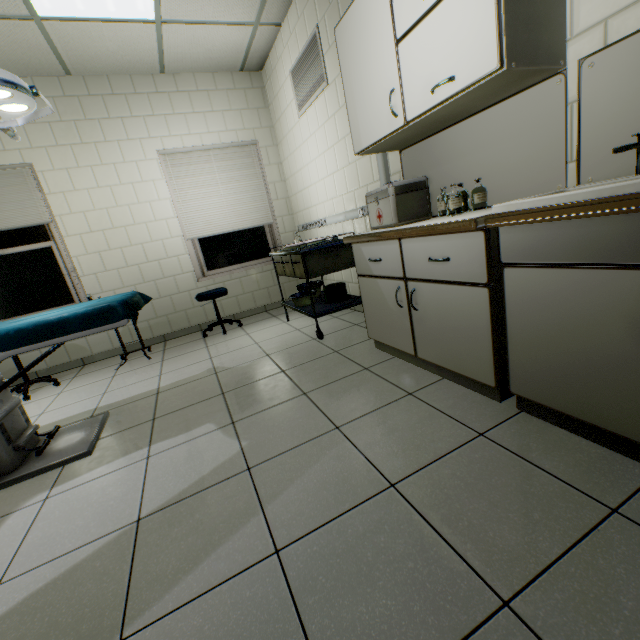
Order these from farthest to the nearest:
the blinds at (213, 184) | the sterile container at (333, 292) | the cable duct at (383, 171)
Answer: the blinds at (213, 184), the sterile container at (333, 292), the cable duct at (383, 171)

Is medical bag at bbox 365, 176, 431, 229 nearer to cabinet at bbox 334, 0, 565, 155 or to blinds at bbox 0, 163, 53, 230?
cabinet at bbox 334, 0, 565, 155

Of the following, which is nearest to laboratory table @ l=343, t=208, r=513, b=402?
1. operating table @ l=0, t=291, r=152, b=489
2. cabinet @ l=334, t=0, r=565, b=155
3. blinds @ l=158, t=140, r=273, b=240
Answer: cabinet @ l=334, t=0, r=565, b=155

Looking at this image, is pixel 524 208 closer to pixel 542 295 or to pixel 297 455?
pixel 542 295

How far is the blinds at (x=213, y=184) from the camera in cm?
427

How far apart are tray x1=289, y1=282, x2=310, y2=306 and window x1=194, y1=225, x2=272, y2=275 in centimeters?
125cm

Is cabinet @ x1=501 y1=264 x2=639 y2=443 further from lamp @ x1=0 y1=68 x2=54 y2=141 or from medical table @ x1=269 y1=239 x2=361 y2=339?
lamp @ x1=0 y1=68 x2=54 y2=141

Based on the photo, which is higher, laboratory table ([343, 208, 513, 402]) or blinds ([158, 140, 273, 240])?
blinds ([158, 140, 273, 240])
